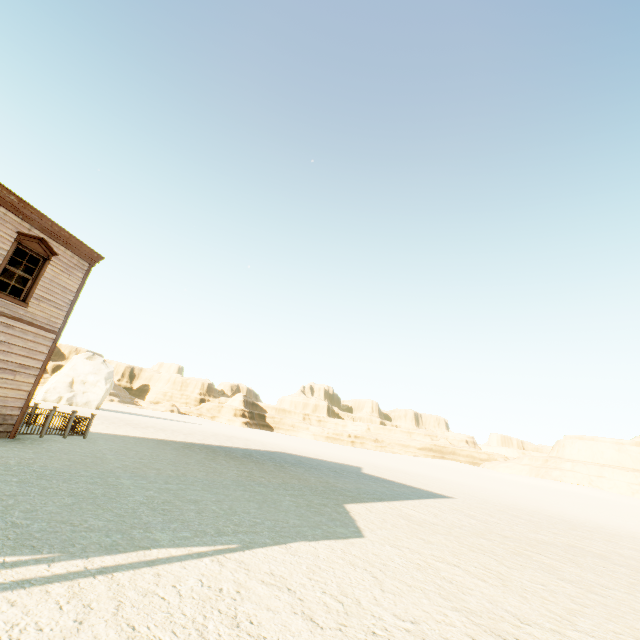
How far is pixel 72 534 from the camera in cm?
436

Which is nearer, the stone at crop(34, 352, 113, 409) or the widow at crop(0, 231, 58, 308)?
the widow at crop(0, 231, 58, 308)

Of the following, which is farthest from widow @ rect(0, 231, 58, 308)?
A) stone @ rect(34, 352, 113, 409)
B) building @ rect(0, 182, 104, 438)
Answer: stone @ rect(34, 352, 113, 409)

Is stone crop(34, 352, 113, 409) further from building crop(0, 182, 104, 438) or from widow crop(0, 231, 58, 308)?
widow crop(0, 231, 58, 308)

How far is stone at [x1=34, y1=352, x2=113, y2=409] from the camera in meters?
39.7 m

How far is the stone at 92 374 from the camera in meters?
39.7 m

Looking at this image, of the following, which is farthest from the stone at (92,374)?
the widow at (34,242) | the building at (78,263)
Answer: the widow at (34,242)
